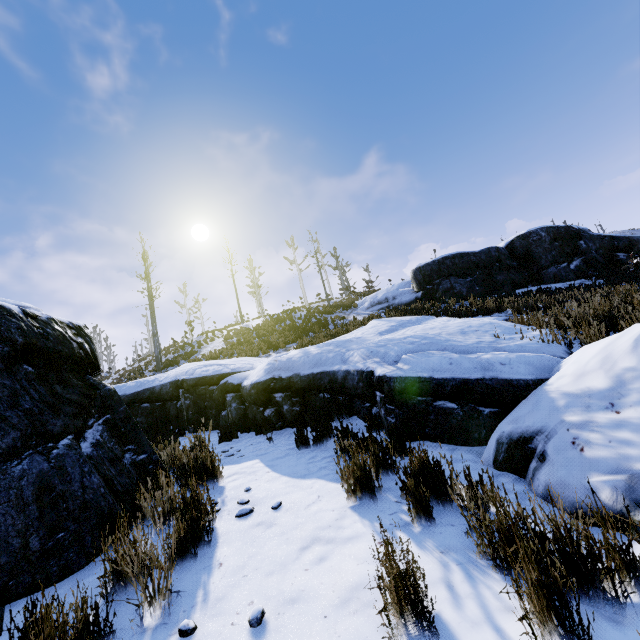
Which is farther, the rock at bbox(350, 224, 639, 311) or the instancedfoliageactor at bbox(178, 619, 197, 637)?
the rock at bbox(350, 224, 639, 311)

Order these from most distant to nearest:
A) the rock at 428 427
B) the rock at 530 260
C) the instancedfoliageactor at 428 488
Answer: the rock at 530 260 < the rock at 428 427 < the instancedfoliageactor at 428 488

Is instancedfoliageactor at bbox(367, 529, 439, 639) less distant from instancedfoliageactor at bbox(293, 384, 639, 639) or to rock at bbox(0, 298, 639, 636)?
instancedfoliageactor at bbox(293, 384, 639, 639)

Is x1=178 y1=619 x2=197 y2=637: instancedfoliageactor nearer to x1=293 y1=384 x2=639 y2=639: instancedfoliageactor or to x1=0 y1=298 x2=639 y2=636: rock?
x1=0 y1=298 x2=639 y2=636: rock

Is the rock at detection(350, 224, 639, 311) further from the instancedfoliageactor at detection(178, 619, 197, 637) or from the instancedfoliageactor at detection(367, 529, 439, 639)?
the instancedfoliageactor at detection(178, 619, 197, 637)

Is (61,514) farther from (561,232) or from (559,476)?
(561,232)

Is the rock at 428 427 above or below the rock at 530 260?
below

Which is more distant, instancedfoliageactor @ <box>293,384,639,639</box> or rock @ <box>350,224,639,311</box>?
rock @ <box>350,224,639,311</box>
